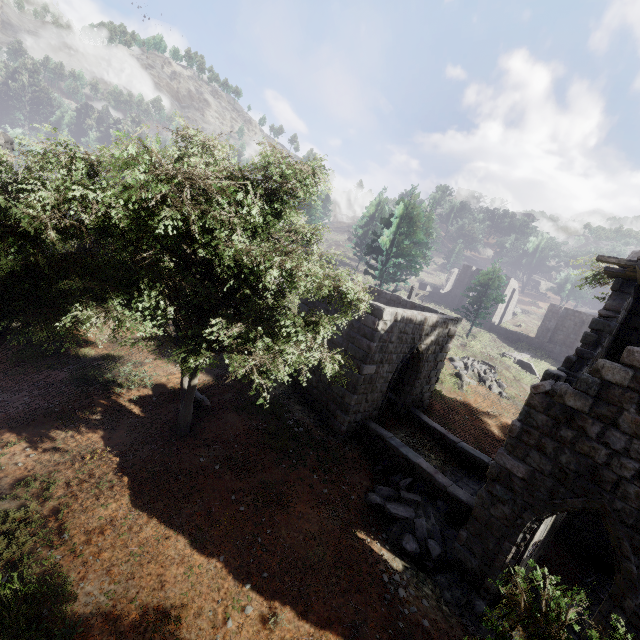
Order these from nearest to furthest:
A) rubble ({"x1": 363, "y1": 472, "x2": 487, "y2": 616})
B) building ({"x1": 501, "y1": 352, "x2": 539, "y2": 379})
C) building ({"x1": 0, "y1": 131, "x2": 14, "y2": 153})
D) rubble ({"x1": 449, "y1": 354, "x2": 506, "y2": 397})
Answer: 1. rubble ({"x1": 363, "y1": 472, "x2": 487, "y2": 616})
2. building ({"x1": 0, "y1": 131, "x2": 14, "y2": 153})
3. rubble ({"x1": 449, "y1": 354, "x2": 506, "y2": 397})
4. building ({"x1": 501, "y1": 352, "x2": 539, "y2": 379})

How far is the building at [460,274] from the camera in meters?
41.7 m

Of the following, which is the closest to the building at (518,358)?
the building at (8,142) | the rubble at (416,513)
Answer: the building at (8,142)

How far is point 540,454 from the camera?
7.3m

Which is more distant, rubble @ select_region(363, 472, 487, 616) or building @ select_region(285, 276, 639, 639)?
rubble @ select_region(363, 472, 487, 616)

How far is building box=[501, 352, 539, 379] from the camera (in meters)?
28.91

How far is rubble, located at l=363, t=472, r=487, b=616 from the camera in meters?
8.2 m

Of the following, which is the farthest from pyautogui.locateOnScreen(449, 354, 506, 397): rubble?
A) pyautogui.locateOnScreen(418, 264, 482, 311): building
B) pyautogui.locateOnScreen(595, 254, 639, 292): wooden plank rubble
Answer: pyautogui.locateOnScreen(595, 254, 639, 292): wooden plank rubble
